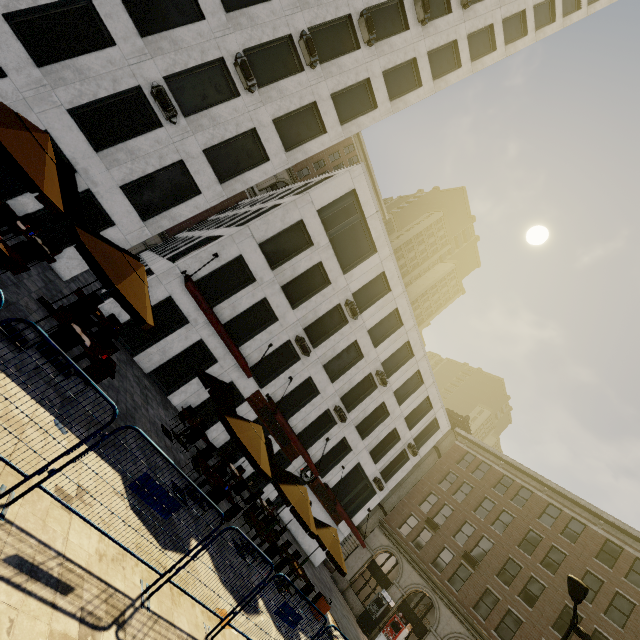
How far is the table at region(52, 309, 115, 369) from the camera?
7.5 meters

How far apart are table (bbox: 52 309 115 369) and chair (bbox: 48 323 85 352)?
0.4m

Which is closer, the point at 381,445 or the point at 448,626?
the point at 448,626

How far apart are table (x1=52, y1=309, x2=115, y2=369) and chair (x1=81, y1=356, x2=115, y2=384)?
0.3m

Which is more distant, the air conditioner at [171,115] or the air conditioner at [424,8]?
the air conditioner at [424,8]

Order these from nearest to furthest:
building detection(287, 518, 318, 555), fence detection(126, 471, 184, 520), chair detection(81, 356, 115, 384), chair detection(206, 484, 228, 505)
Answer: fence detection(126, 471, 184, 520), chair detection(81, 356, 115, 384), chair detection(206, 484, 228, 505), building detection(287, 518, 318, 555)

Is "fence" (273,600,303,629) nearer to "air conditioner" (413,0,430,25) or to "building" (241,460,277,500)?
"building" (241,460,277,500)

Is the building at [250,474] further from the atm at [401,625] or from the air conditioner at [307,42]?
the atm at [401,625]
